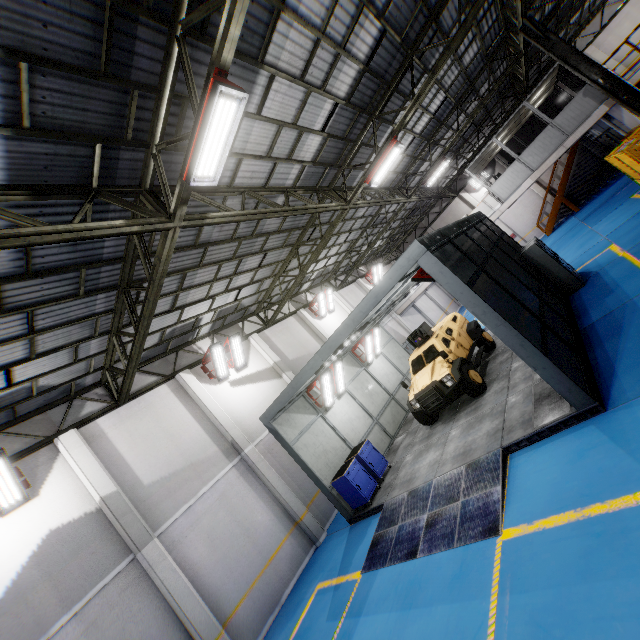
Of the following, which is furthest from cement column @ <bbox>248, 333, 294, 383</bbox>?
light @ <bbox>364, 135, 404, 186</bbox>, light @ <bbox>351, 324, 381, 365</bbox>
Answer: light @ <bbox>364, 135, 404, 186</bbox>

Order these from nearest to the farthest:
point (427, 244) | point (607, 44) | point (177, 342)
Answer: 1. point (427, 244)
2. point (177, 342)
3. point (607, 44)

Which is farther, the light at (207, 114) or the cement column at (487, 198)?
the cement column at (487, 198)

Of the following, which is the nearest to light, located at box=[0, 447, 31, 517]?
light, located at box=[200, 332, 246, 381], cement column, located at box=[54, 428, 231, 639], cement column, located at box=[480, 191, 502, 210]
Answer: cement column, located at box=[54, 428, 231, 639]

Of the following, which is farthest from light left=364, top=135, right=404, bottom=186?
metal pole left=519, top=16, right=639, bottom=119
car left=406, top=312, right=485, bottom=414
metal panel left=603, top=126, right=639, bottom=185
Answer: metal panel left=603, top=126, right=639, bottom=185

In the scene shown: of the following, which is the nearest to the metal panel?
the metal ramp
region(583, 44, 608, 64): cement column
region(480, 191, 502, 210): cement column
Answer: region(480, 191, 502, 210): cement column

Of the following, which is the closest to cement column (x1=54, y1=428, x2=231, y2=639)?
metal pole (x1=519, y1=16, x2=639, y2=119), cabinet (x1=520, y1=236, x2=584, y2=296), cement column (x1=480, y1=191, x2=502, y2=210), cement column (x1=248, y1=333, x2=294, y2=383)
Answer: cement column (x1=248, y1=333, x2=294, y2=383)

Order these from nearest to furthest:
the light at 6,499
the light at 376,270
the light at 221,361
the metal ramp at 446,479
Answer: the metal ramp at 446,479, the light at 6,499, the light at 221,361, the light at 376,270
